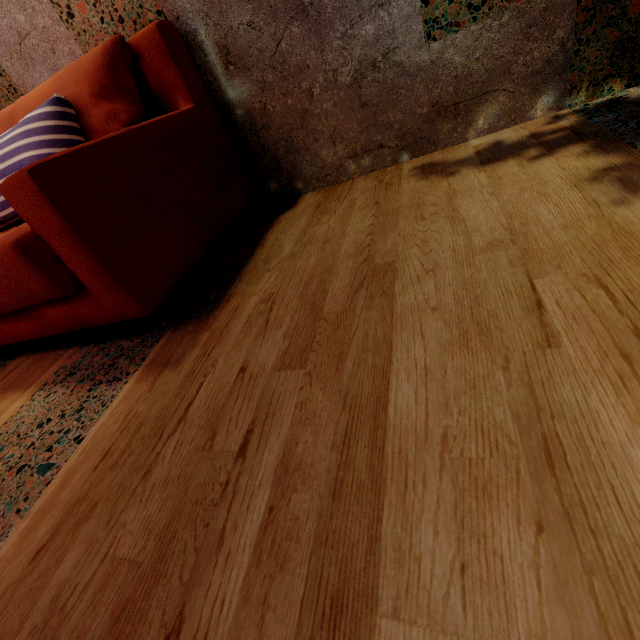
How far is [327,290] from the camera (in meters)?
0.97
